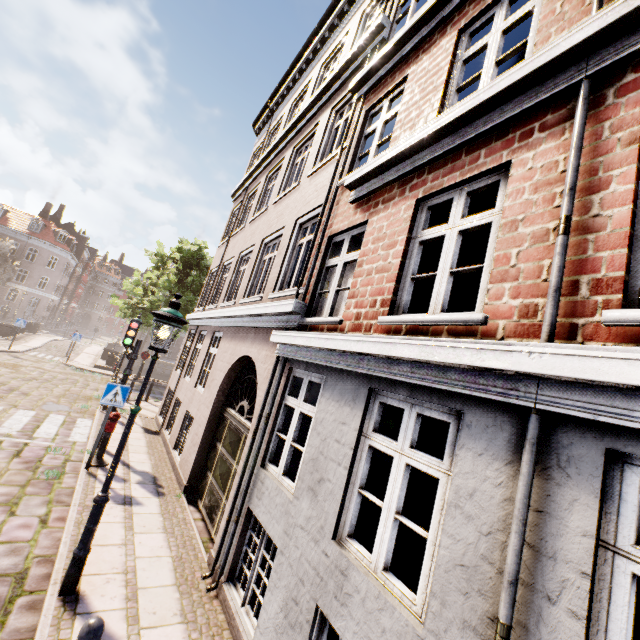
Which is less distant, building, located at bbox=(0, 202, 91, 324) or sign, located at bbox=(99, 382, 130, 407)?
sign, located at bbox=(99, 382, 130, 407)

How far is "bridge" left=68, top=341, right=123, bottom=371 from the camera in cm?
2208

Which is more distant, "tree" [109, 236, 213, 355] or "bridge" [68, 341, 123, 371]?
"bridge" [68, 341, 123, 371]

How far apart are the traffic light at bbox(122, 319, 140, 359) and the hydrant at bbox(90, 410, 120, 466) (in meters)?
1.64

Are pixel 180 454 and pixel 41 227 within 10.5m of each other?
no

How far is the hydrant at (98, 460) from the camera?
7.5m

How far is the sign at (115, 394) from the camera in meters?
7.3
